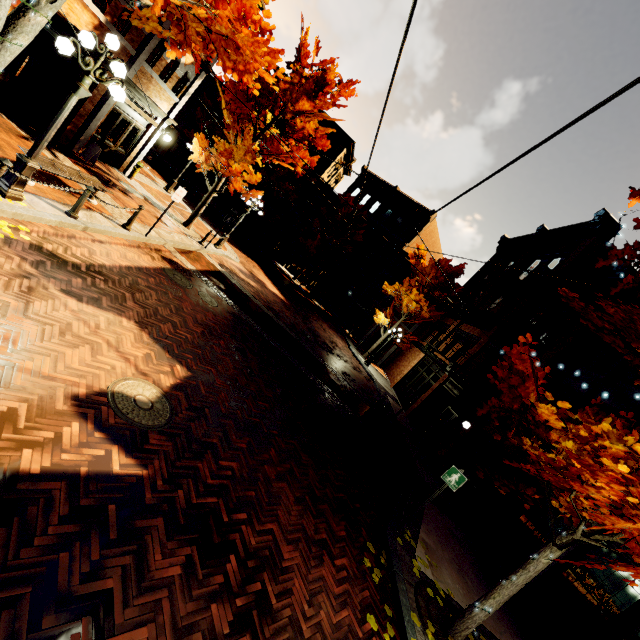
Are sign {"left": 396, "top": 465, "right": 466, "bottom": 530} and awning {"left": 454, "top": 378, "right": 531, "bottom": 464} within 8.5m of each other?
yes

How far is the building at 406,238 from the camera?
32.2 meters

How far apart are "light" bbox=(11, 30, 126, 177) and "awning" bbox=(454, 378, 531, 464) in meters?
10.7

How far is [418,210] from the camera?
32.50m

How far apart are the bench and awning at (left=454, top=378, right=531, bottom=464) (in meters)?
12.11

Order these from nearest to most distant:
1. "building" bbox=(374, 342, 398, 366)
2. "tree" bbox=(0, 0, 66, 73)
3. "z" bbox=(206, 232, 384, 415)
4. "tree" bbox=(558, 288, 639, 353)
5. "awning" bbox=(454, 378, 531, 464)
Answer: "tree" bbox=(0, 0, 66, 73)
"tree" bbox=(558, 288, 639, 353)
"awning" bbox=(454, 378, 531, 464)
"z" bbox=(206, 232, 384, 415)
"building" bbox=(374, 342, 398, 366)

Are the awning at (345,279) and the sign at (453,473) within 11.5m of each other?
no

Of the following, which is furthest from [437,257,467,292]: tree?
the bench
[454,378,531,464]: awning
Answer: the bench
